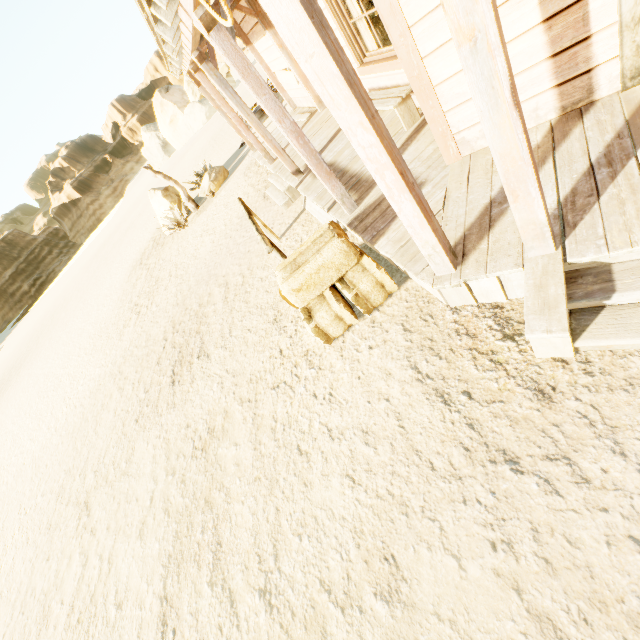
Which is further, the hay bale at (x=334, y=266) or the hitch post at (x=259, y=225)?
the hitch post at (x=259, y=225)

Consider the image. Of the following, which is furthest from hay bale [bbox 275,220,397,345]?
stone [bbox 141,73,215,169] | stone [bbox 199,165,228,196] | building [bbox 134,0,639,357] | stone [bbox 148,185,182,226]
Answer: stone [bbox 141,73,215,169]

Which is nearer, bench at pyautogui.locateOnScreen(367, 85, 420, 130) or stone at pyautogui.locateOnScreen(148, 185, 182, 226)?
bench at pyautogui.locateOnScreen(367, 85, 420, 130)

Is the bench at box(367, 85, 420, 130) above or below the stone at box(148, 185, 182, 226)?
below

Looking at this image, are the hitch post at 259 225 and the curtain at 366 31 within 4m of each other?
yes

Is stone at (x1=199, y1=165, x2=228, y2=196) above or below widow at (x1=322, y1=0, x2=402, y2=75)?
below

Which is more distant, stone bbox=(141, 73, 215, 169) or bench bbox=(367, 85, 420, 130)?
stone bbox=(141, 73, 215, 169)

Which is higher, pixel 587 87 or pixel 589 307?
pixel 587 87
